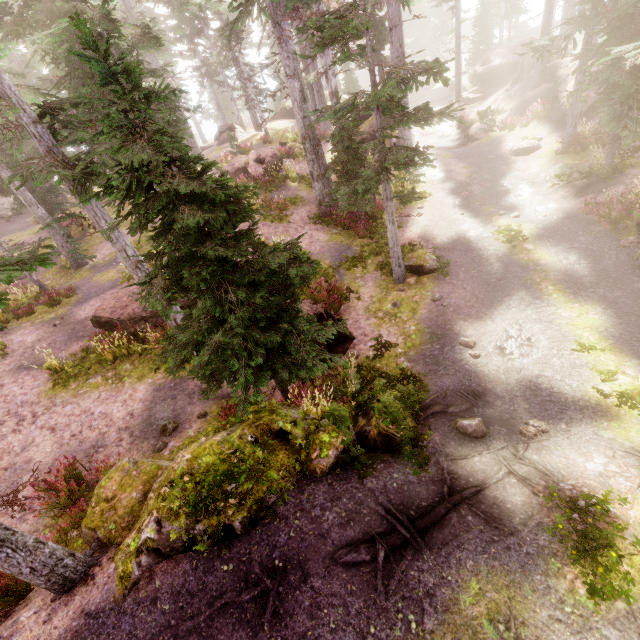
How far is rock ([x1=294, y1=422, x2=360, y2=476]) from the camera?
6.32m

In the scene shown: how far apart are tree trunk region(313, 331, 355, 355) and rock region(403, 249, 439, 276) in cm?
352

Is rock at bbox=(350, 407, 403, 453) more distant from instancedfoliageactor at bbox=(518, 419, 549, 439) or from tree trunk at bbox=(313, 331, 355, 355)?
tree trunk at bbox=(313, 331, 355, 355)

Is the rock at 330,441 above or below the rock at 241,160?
below

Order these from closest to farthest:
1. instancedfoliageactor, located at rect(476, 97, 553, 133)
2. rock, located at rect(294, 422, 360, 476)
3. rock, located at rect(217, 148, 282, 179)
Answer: rock, located at rect(294, 422, 360, 476) < instancedfoliageactor, located at rect(476, 97, 553, 133) < rock, located at rect(217, 148, 282, 179)

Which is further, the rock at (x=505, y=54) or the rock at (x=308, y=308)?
the rock at (x=505, y=54)

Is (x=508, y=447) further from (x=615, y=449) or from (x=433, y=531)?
(x=433, y=531)

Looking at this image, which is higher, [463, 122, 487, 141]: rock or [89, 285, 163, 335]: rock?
[89, 285, 163, 335]: rock
